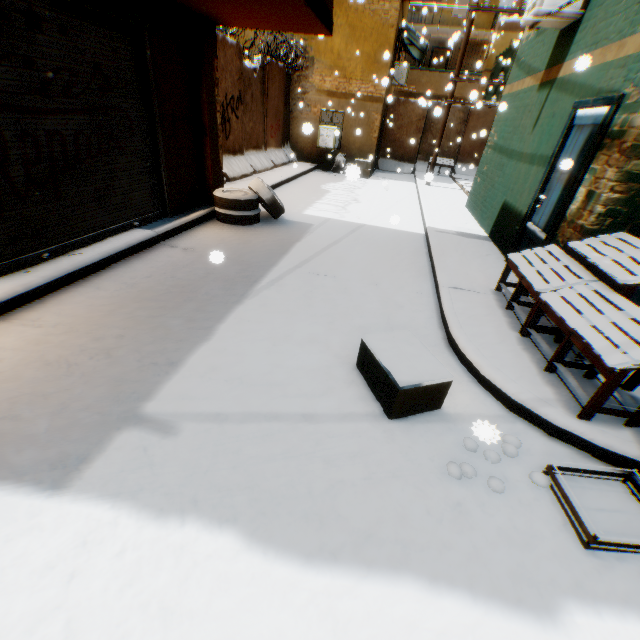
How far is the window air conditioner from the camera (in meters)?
13.91

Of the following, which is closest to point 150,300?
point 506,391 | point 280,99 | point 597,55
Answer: point 506,391

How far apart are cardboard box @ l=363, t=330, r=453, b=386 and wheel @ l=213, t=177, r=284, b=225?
4.7 meters

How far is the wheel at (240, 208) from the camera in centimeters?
668cm

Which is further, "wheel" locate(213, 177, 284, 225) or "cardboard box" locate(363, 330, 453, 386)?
"wheel" locate(213, 177, 284, 225)

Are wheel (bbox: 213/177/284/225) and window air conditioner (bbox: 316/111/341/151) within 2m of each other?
no

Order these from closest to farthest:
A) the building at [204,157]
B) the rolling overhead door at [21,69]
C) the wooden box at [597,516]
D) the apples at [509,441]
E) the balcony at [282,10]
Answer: the wooden box at [597,516] < the apples at [509,441] < the rolling overhead door at [21,69] < the balcony at [282,10] < the building at [204,157]

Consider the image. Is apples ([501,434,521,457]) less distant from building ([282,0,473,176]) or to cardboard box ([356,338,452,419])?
cardboard box ([356,338,452,419])
